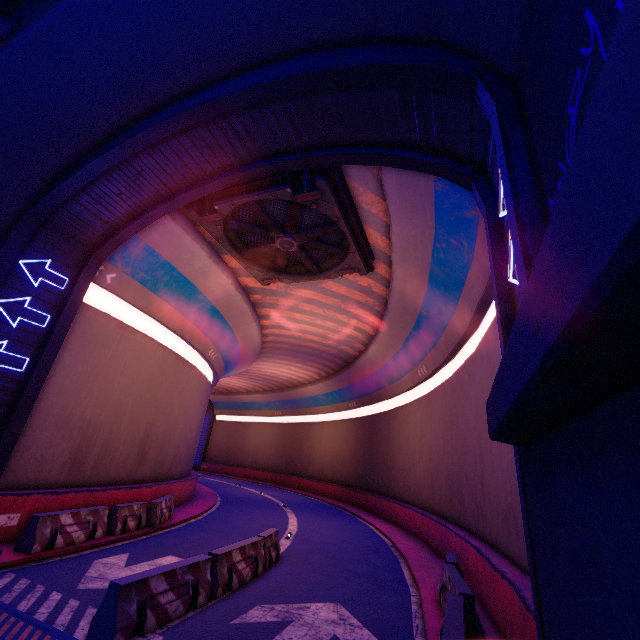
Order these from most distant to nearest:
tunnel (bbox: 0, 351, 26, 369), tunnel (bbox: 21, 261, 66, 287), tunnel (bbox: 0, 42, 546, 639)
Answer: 1. tunnel (bbox: 21, 261, 66, 287)
2. tunnel (bbox: 0, 351, 26, 369)
3. tunnel (bbox: 0, 42, 546, 639)

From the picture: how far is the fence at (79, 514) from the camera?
8.8m

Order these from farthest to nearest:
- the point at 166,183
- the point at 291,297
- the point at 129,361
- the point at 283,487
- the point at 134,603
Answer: the point at 283,487
the point at 291,297
the point at 129,361
the point at 166,183
the point at 134,603

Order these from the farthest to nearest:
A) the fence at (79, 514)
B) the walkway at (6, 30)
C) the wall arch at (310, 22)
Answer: the fence at (79, 514) → the walkway at (6, 30) → the wall arch at (310, 22)

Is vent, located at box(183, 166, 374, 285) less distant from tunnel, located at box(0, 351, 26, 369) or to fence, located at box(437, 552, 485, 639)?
tunnel, located at box(0, 351, 26, 369)

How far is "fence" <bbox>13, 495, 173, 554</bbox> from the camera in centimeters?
875cm

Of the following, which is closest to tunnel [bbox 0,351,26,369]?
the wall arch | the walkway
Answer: the wall arch
